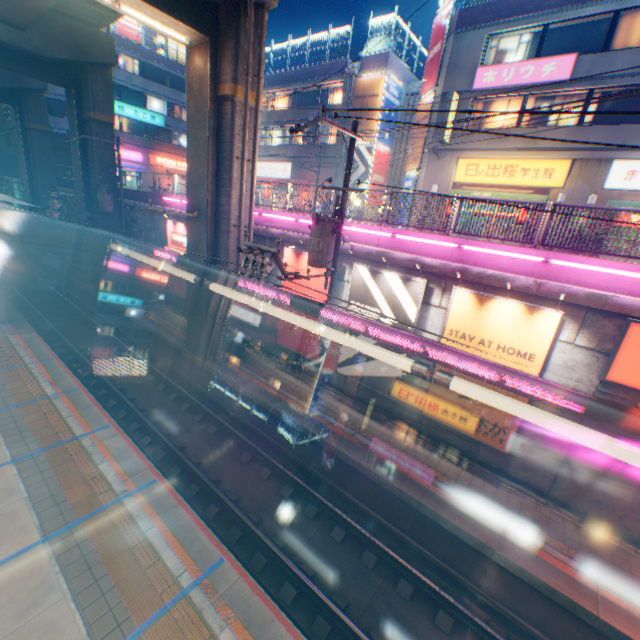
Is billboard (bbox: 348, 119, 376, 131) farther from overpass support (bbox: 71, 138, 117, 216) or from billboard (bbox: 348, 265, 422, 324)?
billboard (bbox: 348, 265, 422, 324)

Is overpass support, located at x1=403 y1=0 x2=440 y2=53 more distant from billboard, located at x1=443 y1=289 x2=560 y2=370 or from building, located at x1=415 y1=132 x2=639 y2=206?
building, located at x1=415 y1=132 x2=639 y2=206

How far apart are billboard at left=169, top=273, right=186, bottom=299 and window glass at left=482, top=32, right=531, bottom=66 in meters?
18.4

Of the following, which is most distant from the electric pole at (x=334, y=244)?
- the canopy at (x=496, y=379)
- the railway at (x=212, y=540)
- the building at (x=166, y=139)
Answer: the building at (x=166, y=139)

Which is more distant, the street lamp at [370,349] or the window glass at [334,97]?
the window glass at [334,97]

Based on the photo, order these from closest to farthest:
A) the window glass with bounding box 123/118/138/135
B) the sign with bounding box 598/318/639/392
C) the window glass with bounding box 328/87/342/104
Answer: the sign with bounding box 598/318/639/392 < the window glass with bounding box 328/87/342/104 < the window glass with bounding box 123/118/138/135

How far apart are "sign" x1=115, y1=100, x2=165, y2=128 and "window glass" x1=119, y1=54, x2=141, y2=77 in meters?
3.0 m

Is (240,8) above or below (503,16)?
below
